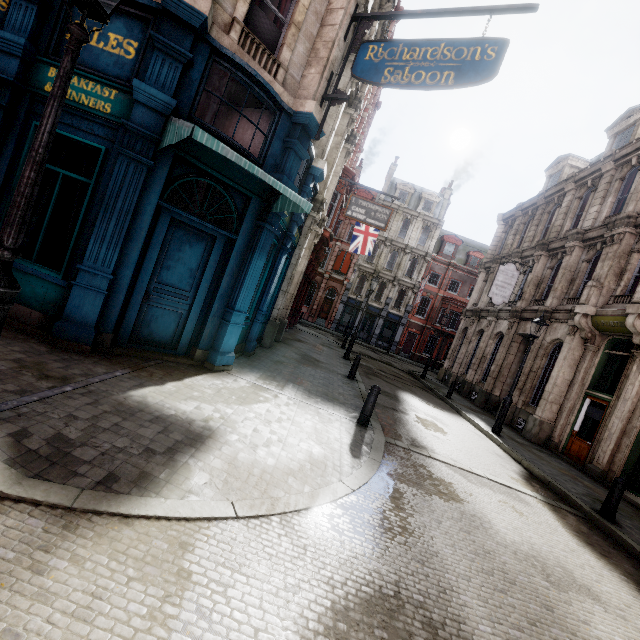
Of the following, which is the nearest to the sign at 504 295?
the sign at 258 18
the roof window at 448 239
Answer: the sign at 258 18

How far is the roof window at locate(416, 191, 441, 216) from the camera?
38.31m

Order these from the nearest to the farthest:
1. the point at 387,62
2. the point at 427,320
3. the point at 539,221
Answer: the point at 387,62, the point at 539,221, the point at 427,320

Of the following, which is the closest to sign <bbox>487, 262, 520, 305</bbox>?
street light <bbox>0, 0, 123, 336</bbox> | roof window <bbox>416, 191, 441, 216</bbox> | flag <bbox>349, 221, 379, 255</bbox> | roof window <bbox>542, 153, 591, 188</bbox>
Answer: roof window <bbox>542, 153, 591, 188</bbox>

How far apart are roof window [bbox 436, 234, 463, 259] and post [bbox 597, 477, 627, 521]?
34.0m

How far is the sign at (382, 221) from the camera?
14.7m

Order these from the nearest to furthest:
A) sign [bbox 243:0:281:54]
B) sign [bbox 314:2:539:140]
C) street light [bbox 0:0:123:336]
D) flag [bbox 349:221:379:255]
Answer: street light [bbox 0:0:123:336] → sign [bbox 314:2:539:140] → sign [bbox 243:0:281:54] → flag [bbox 349:221:379:255]

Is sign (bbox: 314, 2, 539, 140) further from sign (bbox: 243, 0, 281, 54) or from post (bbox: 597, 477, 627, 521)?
post (bbox: 597, 477, 627, 521)
